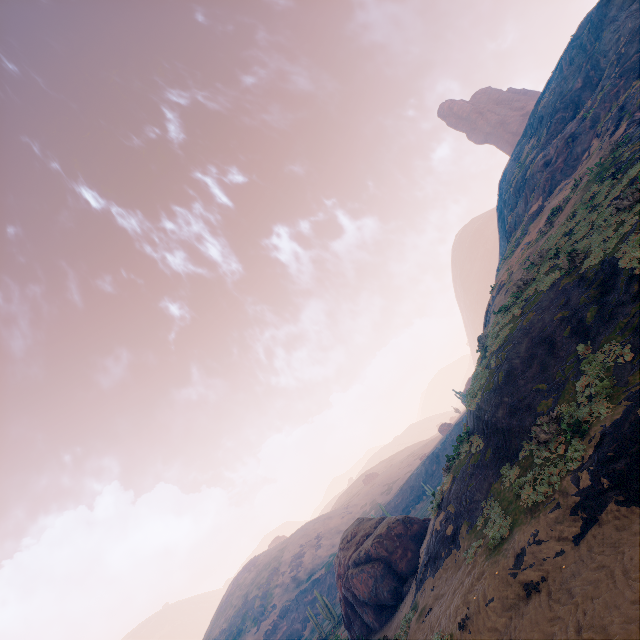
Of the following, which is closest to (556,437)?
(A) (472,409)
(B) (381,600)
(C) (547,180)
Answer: (A) (472,409)

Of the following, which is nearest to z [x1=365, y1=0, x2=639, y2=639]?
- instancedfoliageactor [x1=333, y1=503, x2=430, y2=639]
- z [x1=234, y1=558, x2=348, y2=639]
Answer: instancedfoliageactor [x1=333, y1=503, x2=430, y2=639]

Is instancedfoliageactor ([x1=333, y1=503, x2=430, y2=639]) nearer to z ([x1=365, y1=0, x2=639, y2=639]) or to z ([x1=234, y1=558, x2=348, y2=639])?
z ([x1=365, y1=0, x2=639, y2=639])

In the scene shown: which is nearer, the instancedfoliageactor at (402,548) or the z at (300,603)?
the instancedfoliageactor at (402,548)

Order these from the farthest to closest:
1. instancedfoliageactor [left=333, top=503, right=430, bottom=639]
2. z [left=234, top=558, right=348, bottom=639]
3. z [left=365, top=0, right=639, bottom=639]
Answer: z [left=234, top=558, right=348, bottom=639]
instancedfoliageactor [left=333, top=503, right=430, bottom=639]
z [left=365, top=0, right=639, bottom=639]

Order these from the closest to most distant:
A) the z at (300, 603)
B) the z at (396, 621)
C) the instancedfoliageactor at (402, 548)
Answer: the z at (396, 621) → the instancedfoliageactor at (402, 548) → the z at (300, 603)
